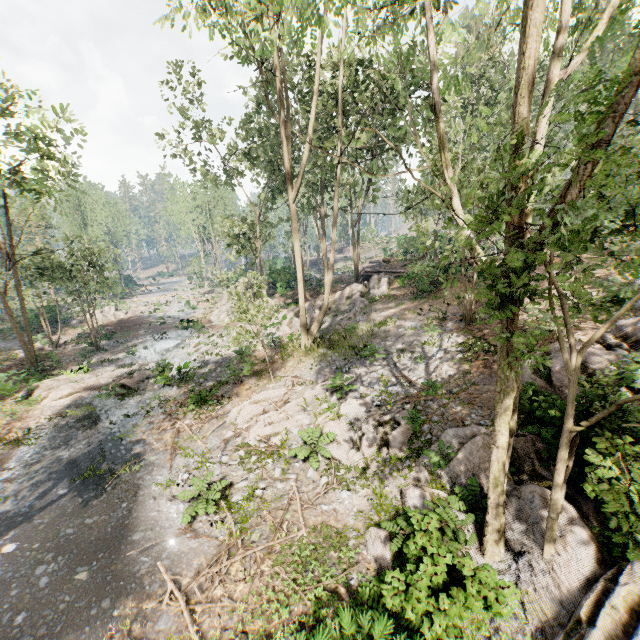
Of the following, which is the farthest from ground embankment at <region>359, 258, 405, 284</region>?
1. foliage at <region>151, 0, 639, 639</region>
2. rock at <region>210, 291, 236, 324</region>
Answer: rock at <region>210, 291, 236, 324</region>

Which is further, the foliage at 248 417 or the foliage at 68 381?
the foliage at 68 381

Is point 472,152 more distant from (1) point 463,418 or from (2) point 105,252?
(2) point 105,252

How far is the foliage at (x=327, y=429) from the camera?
10.9m

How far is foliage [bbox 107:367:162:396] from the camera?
18.2m
